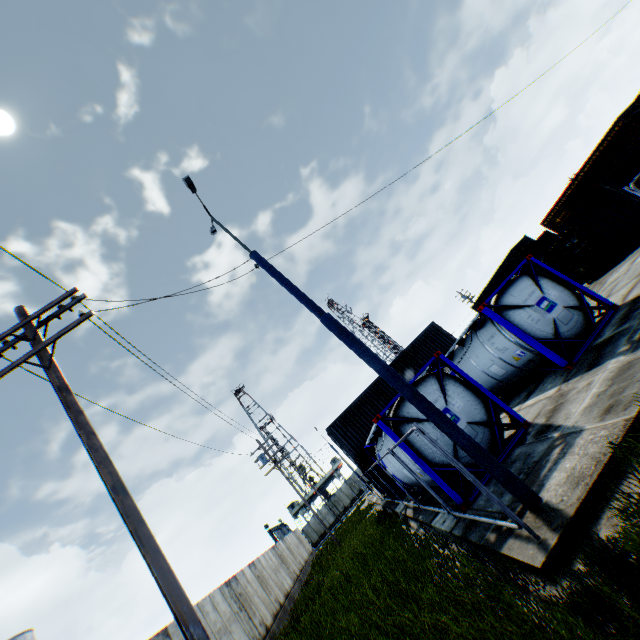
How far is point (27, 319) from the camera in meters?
6.8

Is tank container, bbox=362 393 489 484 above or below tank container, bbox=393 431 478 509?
above

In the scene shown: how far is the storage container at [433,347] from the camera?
24.5m

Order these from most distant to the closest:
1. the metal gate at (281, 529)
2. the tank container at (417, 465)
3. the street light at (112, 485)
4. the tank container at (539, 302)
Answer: the metal gate at (281, 529) < the tank container at (539, 302) < the tank container at (417, 465) < the street light at (112, 485)

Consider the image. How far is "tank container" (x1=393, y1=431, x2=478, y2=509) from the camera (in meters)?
8.07

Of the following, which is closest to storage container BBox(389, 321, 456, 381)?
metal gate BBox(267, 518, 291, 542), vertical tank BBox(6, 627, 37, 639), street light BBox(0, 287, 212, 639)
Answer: street light BBox(0, 287, 212, 639)

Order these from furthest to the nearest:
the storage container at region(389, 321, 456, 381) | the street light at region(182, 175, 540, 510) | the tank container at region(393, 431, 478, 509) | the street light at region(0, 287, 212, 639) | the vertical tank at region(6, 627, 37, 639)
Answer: the storage container at region(389, 321, 456, 381), the vertical tank at region(6, 627, 37, 639), the tank container at region(393, 431, 478, 509), the street light at region(182, 175, 540, 510), the street light at region(0, 287, 212, 639)
